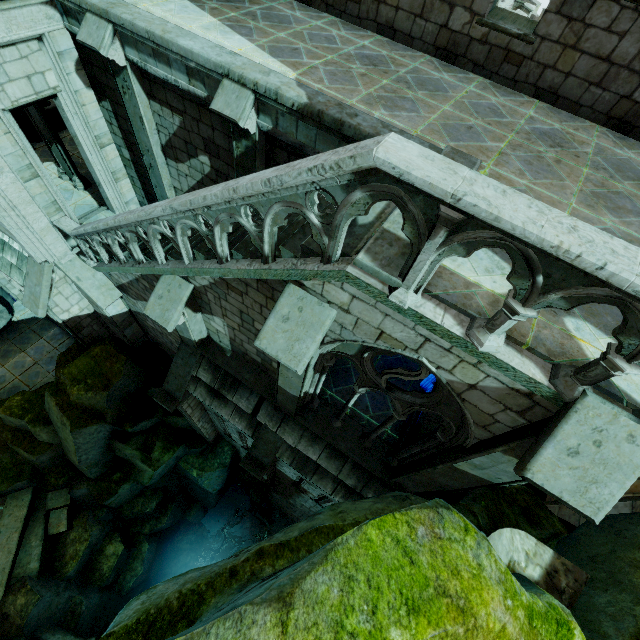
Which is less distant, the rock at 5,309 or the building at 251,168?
the building at 251,168

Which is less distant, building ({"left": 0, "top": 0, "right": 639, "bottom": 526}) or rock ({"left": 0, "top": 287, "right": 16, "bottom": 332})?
building ({"left": 0, "top": 0, "right": 639, "bottom": 526})

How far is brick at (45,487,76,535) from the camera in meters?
12.2 m

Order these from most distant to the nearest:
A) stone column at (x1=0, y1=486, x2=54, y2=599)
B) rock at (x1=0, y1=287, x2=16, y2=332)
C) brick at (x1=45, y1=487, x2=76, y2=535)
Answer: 1. rock at (x1=0, y1=287, x2=16, y2=332)
2. brick at (x1=45, y1=487, x2=76, y2=535)
3. stone column at (x1=0, y1=486, x2=54, y2=599)

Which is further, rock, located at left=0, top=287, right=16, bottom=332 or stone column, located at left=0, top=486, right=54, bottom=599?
rock, located at left=0, top=287, right=16, bottom=332

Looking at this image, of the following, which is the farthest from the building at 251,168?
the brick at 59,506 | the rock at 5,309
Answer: the brick at 59,506

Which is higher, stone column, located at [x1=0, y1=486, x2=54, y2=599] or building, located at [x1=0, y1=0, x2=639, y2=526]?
building, located at [x1=0, y1=0, x2=639, y2=526]

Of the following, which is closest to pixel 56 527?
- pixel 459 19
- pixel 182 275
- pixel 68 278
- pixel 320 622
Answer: pixel 68 278
